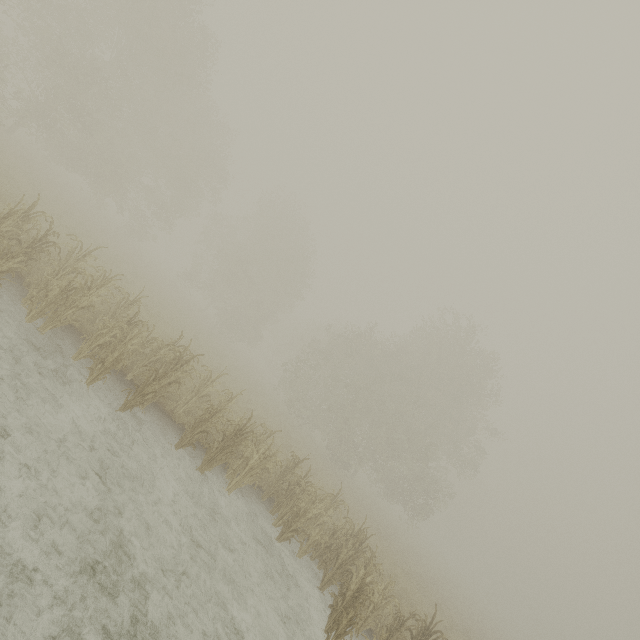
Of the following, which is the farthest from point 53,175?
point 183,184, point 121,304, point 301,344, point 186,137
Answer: point 301,344
